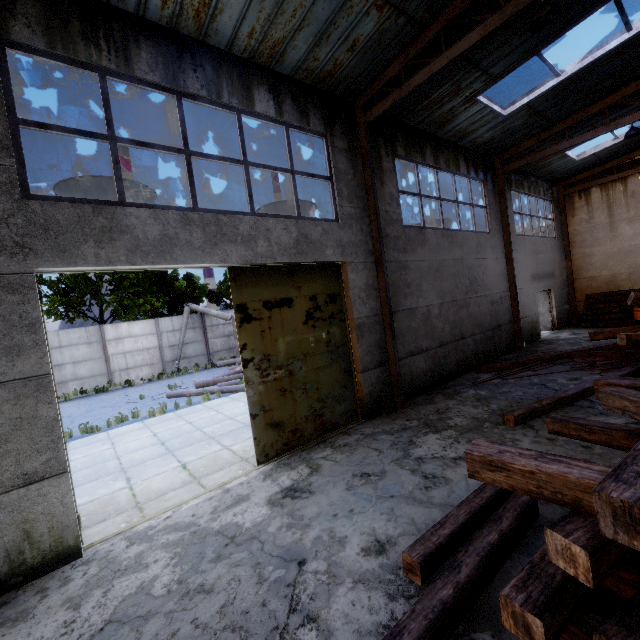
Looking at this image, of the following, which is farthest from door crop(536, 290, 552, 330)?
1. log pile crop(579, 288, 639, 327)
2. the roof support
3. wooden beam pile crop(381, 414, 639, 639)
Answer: wooden beam pile crop(381, 414, 639, 639)

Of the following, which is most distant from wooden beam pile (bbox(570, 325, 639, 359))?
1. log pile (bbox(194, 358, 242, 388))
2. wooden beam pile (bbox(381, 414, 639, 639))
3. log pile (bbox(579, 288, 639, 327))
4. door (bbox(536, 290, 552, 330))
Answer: log pile (bbox(194, 358, 242, 388))

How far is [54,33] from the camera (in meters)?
4.44

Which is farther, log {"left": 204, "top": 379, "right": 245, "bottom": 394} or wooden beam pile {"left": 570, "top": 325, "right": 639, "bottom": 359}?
log {"left": 204, "top": 379, "right": 245, "bottom": 394}

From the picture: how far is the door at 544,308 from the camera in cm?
1675

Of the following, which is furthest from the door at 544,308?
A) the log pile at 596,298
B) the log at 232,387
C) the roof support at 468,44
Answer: the roof support at 468,44

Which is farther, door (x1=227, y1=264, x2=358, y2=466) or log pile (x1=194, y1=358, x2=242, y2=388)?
log pile (x1=194, y1=358, x2=242, y2=388)

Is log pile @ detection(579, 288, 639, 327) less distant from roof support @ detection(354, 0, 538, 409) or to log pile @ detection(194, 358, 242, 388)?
log pile @ detection(194, 358, 242, 388)
